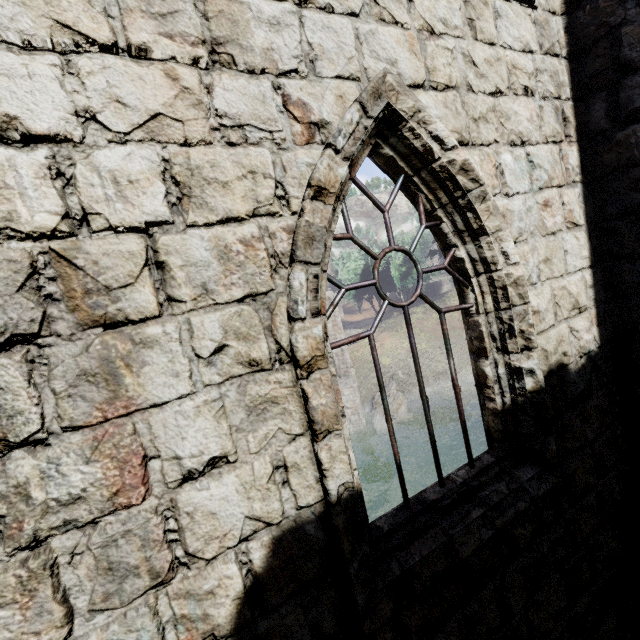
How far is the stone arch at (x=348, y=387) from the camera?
23.06m

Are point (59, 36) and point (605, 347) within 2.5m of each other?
no

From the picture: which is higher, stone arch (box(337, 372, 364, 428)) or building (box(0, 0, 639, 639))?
building (box(0, 0, 639, 639))

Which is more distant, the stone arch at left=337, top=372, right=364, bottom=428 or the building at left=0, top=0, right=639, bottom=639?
the stone arch at left=337, top=372, right=364, bottom=428

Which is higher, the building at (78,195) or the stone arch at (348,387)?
the building at (78,195)

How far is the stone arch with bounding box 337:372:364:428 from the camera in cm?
2306
